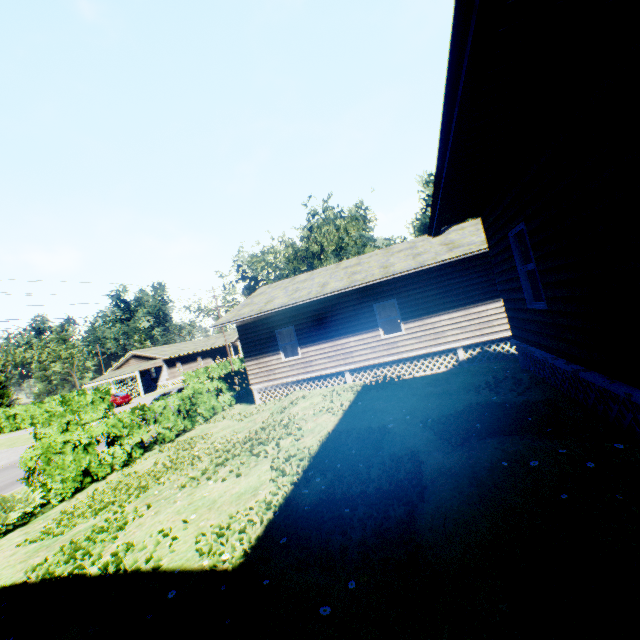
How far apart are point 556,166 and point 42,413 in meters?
32.7

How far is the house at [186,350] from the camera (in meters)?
47.53

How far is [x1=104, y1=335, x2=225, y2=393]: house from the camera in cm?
4753

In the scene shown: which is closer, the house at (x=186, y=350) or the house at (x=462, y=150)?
the house at (x=462, y=150)

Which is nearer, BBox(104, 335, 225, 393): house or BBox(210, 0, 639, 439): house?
→ BBox(210, 0, 639, 439): house
